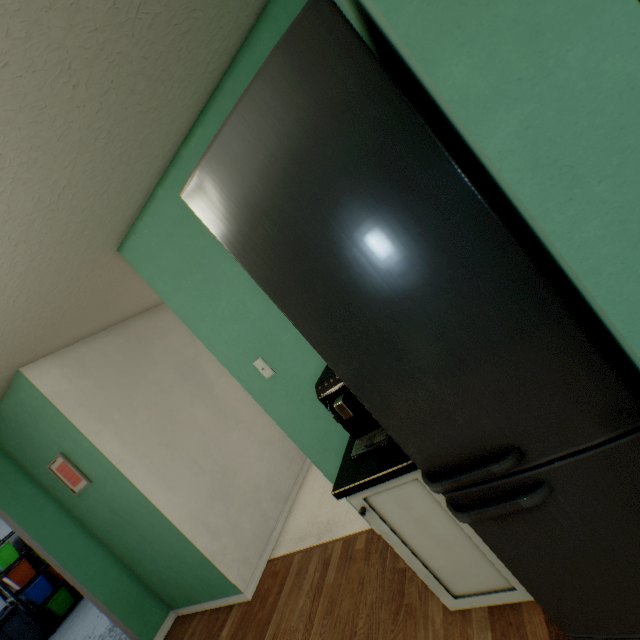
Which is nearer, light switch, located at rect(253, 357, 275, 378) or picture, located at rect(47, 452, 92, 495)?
light switch, located at rect(253, 357, 275, 378)

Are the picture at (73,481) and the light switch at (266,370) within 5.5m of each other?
yes

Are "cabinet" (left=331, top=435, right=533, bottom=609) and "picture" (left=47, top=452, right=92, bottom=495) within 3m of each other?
yes

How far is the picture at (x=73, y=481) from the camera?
2.6 meters

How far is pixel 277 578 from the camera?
2.5m

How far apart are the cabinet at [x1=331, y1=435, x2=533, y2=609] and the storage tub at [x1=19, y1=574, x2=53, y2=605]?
8.5 meters

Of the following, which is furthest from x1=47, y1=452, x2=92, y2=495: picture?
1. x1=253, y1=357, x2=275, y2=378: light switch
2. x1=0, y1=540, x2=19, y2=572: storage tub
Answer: x1=0, y1=540, x2=19, y2=572: storage tub

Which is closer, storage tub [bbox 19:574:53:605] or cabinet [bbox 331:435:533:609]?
cabinet [bbox 331:435:533:609]
